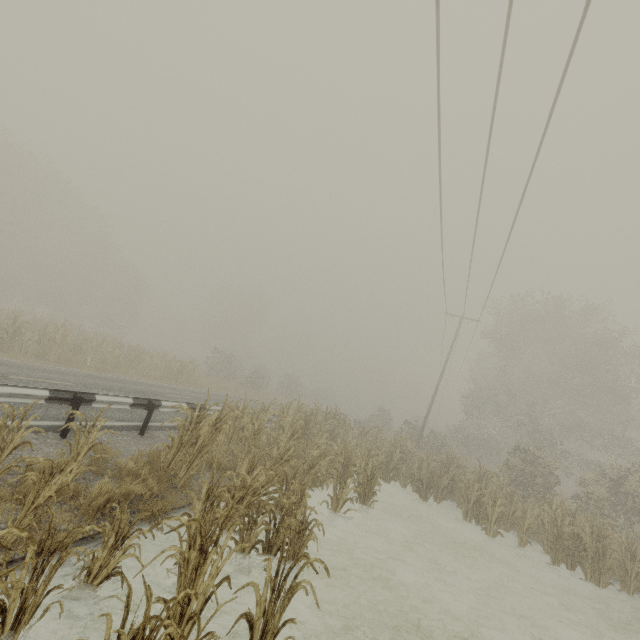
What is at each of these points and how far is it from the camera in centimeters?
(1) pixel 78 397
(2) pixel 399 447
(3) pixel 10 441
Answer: (1) guardrail, 692cm
(2) tree, 1479cm
(3) tree, 429cm

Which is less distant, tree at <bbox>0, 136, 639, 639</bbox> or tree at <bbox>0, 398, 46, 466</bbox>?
tree at <bbox>0, 136, 639, 639</bbox>

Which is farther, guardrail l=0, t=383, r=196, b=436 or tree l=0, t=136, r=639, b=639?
guardrail l=0, t=383, r=196, b=436

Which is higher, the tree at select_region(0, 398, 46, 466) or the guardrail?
the guardrail

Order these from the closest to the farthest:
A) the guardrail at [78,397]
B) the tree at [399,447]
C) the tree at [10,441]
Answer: the tree at [399,447] → the tree at [10,441] → the guardrail at [78,397]

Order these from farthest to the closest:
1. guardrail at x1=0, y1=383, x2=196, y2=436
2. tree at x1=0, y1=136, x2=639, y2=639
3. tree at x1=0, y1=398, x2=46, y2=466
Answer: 1. guardrail at x1=0, y1=383, x2=196, y2=436
2. tree at x1=0, y1=398, x2=46, y2=466
3. tree at x1=0, y1=136, x2=639, y2=639

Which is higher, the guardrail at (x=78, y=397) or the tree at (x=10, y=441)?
the guardrail at (x=78, y=397)
